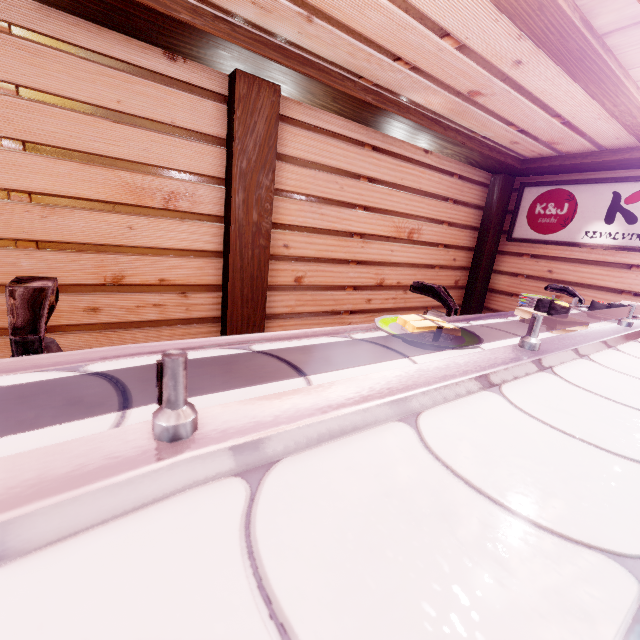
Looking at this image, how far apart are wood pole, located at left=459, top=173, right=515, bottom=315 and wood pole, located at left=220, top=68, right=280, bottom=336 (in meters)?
7.01

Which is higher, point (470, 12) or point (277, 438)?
point (470, 12)

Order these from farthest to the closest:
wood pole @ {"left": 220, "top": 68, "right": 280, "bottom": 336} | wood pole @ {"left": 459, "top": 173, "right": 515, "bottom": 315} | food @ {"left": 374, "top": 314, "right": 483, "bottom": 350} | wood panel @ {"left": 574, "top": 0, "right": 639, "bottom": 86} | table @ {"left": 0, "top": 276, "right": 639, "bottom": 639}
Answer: wood pole @ {"left": 459, "top": 173, "right": 515, "bottom": 315} < wood pole @ {"left": 220, "top": 68, "right": 280, "bottom": 336} < wood panel @ {"left": 574, "top": 0, "right": 639, "bottom": 86} < food @ {"left": 374, "top": 314, "right": 483, "bottom": 350} < table @ {"left": 0, "top": 276, "right": 639, "bottom": 639}

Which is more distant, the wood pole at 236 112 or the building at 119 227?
the wood pole at 236 112

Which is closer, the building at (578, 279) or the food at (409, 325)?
the food at (409, 325)

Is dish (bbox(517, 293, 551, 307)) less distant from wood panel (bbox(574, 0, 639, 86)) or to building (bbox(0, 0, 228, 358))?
building (bbox(0, 0, 228, 358))

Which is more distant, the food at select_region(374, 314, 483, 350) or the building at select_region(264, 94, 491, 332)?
the building at select_region(264, 94, 491, 332)

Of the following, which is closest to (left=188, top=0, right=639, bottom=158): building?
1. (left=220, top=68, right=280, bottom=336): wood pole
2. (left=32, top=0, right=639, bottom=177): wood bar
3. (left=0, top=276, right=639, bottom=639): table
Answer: (left=32, top=0, right=639, bottom=177): wood bar
